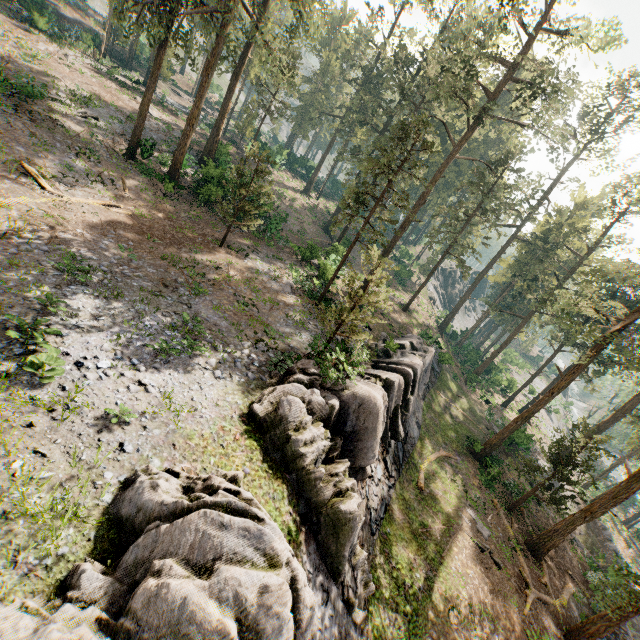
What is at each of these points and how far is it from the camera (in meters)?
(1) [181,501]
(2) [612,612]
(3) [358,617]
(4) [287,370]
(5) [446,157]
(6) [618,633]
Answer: (1) rock, 7.04
(2) foliage, 16.33
(3) rock, 11.62
(4) rock, 14.88
(5) foliage, 49.25
(6) ground embankment, 20.53

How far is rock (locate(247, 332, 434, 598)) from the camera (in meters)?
11.52

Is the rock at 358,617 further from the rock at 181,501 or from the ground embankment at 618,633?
the ground embankment at 618,633

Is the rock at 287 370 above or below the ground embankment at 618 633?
above

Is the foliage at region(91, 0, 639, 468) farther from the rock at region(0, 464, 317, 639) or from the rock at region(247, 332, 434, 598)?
the rock at region(247, 332, 434, 598)

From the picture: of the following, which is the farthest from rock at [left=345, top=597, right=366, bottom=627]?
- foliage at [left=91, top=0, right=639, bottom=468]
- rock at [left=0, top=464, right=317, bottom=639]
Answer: foliage at [left=91, top=0, right=639, bottom=468]

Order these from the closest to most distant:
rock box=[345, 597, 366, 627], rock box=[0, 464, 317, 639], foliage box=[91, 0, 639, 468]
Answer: rock box=[0, 464, 317, 639] < rock box=[345, 597, 366, 627] < foliage box=[91, 0, 639, 468]

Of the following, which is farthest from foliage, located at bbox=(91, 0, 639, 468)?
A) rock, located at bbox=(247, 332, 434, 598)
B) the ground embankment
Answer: rock, located at bbox=(247, 332, 434, 598)
